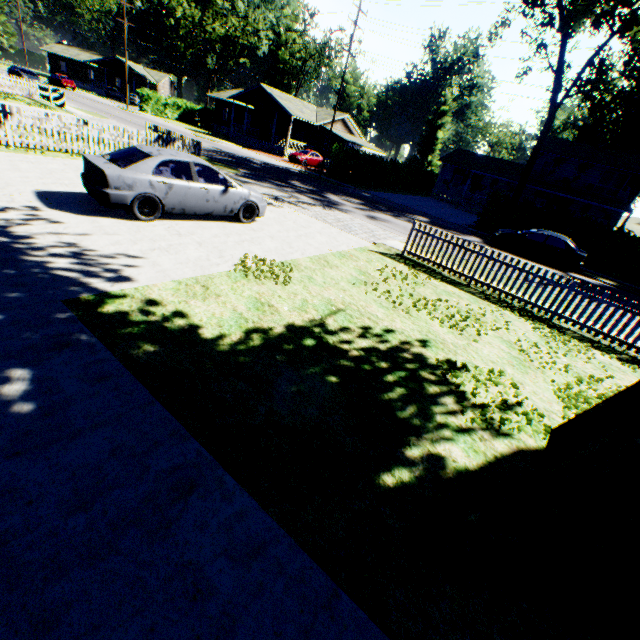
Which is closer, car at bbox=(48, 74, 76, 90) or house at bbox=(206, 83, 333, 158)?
house at bbox=(206, 83, 333, 158)

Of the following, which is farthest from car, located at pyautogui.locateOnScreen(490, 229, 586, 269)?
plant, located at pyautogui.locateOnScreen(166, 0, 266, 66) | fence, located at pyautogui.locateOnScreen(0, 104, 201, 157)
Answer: fence, located at pyautogui.locateOnScreen(0, 104, 201, 157)

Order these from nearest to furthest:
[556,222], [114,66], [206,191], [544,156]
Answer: [206,191]
[556,222]
[544,156]
[114,66]

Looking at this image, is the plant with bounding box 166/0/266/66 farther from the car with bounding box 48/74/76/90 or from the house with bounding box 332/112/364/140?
the car with bounding box 48/74/76/90

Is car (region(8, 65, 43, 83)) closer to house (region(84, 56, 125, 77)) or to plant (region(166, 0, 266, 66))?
plant (region(166, 0, 266, 66))

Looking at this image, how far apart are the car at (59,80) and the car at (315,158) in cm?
3832

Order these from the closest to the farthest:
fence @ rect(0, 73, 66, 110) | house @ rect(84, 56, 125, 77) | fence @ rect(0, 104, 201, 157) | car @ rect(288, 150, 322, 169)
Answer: fence @ rect(0, 104, 201, 157), fence @ rect(0, 73, 66, 110), car @ rect(288, 150, 322, 169), house @ rect(84, 56, 125, 77)

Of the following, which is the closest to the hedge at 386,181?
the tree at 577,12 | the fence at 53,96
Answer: the tree at 577,12
